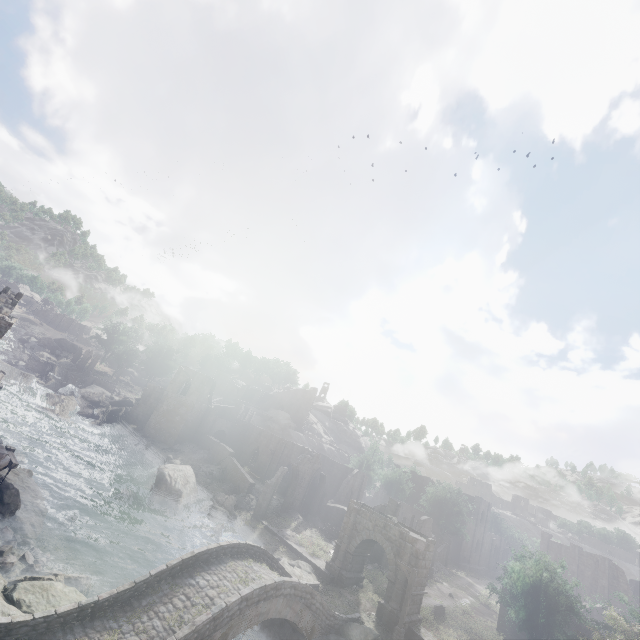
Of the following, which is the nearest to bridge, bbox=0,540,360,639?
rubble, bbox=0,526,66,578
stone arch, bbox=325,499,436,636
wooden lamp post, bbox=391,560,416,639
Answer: wooden lamp post, bbox=391,560,416,639

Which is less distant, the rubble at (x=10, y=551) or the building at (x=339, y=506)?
the rubble at (x=10, y=551)

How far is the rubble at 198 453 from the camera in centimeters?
4531cm

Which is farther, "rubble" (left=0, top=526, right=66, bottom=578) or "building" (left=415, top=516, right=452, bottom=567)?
"building" (left=415, top=516, right=452, bottom=567)

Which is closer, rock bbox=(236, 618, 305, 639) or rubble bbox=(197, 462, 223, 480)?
rock bbox=(236, 618, 305, 639)

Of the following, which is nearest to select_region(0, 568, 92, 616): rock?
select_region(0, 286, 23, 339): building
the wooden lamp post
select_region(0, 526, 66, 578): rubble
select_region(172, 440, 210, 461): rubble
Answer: select_region(0, 526, 66, 578): rubble

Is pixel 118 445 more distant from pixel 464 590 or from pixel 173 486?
pixel 464 590

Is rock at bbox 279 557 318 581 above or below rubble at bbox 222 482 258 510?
below
